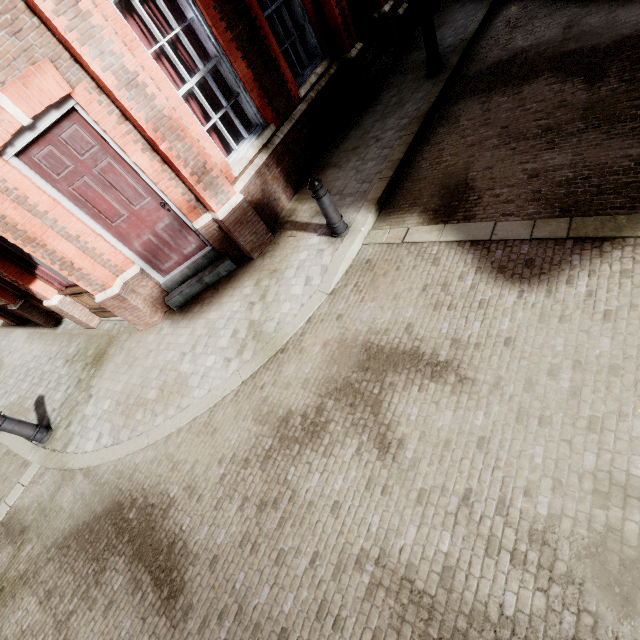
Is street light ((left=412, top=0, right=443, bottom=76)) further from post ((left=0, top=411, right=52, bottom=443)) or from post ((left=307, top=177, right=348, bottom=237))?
post ((left=0, top=411, right=52, bottom=443))

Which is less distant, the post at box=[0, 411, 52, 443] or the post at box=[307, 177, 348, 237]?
the post at box=[307, 177, 348, 237]

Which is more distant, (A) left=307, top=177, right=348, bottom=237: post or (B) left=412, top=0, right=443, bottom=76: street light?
(B) left=412, top=0, right=443, bottom=76: street light

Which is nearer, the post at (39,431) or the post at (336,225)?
the post at (336,225)

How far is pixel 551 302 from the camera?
3.1 meters

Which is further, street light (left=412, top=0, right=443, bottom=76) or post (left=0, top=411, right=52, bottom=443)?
street light (left=412, top=0, right=443, bottom=76)

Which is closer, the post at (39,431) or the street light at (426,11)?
the post at (39,431)
